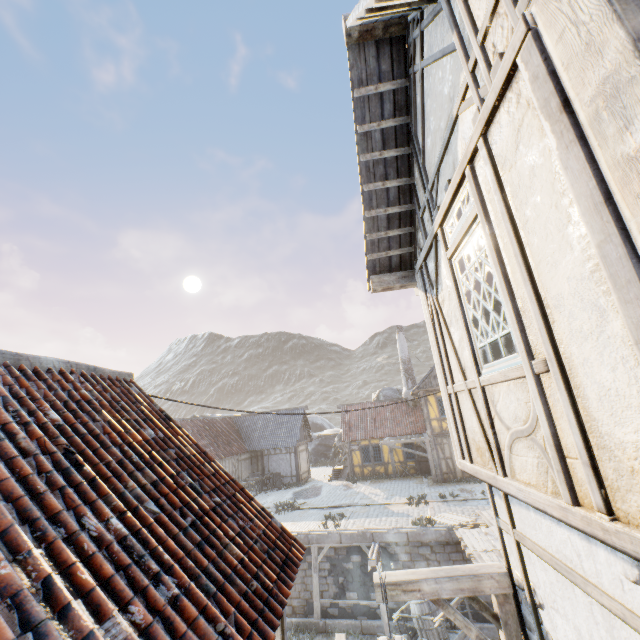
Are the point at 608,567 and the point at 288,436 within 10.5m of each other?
no

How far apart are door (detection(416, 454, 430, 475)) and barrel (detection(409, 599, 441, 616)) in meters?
12.3

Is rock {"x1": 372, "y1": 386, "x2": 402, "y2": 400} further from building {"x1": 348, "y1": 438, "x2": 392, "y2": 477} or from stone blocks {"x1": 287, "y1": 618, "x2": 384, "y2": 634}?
building {"x1": 348, "y1": 438, "x2": 392, "y2": 477}

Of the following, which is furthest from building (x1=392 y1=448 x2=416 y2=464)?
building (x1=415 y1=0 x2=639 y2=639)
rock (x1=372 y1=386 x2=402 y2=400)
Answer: building (x1=415 y1=0 x2=639 y2=639)

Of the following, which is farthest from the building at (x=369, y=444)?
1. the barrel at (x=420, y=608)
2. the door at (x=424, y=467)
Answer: the barrel at (x=420, y=608)

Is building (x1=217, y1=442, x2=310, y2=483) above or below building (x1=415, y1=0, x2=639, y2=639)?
below

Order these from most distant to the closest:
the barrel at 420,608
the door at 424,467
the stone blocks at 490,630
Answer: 1. the door at 424,467
2. the stone blocks at 490,630
3. the barrel at 420,608

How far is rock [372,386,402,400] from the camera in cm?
3488
